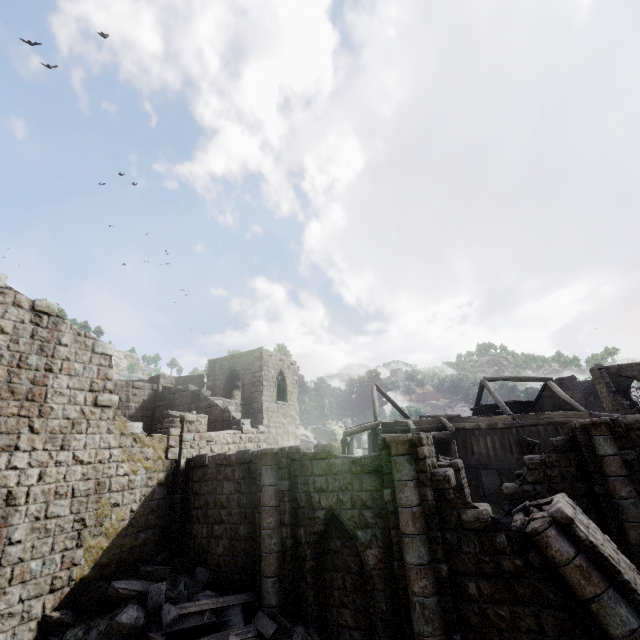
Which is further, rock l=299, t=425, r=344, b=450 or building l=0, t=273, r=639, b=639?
rock l=299, t=425, r=344, b=450

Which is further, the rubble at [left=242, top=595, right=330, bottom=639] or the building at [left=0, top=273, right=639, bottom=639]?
the rubble at [left=242, top=595, right=330, bottom=639]

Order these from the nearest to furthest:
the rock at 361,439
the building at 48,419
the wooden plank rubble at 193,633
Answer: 1. the building at 48,419
2. the wooden plank rubble at 193,633
3. the rock at 361,439

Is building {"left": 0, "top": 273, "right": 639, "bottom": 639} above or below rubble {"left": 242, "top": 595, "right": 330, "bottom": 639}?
above

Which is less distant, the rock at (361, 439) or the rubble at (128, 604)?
the rubble at (128, 604)

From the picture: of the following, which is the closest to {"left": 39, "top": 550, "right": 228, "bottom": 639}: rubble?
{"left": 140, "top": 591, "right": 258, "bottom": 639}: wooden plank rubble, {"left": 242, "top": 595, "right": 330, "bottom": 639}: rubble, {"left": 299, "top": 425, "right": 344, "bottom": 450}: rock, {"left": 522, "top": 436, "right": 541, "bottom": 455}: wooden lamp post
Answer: {"left": 140, "top": 591, "right": 258, "bottom": 639}: wooden plank rubble

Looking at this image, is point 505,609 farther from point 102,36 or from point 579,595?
point 102,36
